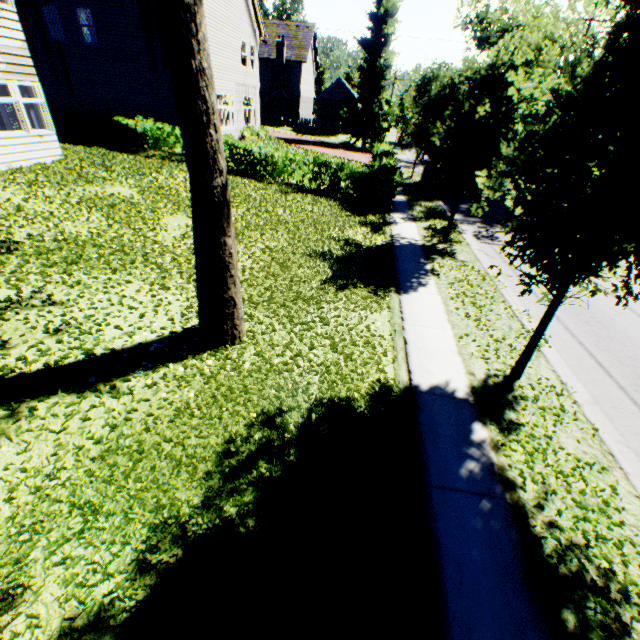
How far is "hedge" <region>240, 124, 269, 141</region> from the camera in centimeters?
2417cm

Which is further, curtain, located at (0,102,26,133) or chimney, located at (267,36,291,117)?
chimney, located at (267,36,291,117)

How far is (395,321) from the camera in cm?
777

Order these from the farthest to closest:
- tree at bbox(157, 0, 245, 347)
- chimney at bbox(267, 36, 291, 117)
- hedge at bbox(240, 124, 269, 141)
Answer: chimney at bbox(267, 36, 291, 117) → hedge at bbox(240, 124, 269, 141) → tree at bbox(157, 0, 245, 347)

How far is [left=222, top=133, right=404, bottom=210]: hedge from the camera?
15.93m

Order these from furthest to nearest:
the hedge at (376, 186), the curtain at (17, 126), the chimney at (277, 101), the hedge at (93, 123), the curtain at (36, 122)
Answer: the chimney at (277, 101) → the hedge at (93, 123) → the hedge at (376, 186) → the curtain at (36, 122) → the curtain at (17, 126)

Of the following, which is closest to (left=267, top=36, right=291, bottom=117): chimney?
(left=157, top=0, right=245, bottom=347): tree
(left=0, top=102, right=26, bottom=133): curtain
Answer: (left=157, top=0, right=245, bottom=347): tree

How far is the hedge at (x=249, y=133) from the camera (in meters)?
24.17
